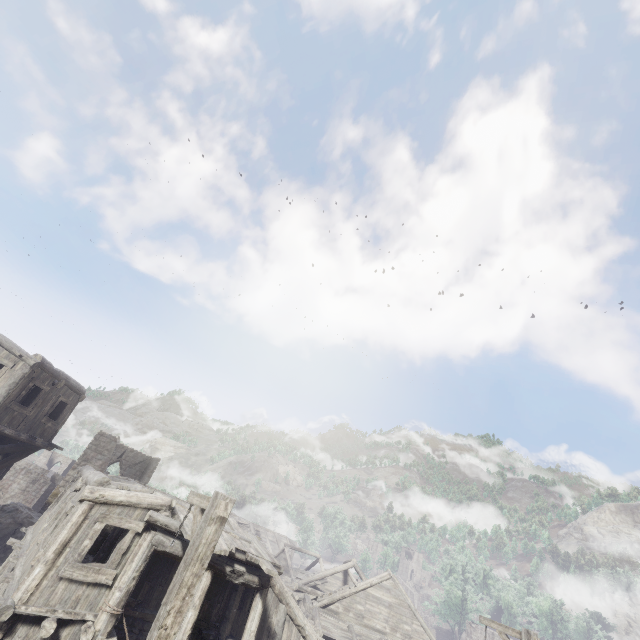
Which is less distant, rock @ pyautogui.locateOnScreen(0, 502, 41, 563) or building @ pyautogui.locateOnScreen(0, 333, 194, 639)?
building @ pyautogui.locateOnScreen(0, 333, 194, 639)

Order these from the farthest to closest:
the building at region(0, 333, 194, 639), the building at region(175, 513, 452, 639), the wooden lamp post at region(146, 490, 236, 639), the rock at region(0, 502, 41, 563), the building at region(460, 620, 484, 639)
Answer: the building at region(460, 620, 484, 639)
the rock at region(0, 502, 41, 563)
the building at region(175, 513, 452, 639)
the building at region(0, 333, 194, 639)
the wooden lamp post at region(146, 490, 236, 639)

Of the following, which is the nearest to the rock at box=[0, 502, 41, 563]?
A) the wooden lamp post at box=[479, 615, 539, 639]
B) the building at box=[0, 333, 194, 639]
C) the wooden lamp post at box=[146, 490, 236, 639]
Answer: the building at box=[0, 333, 194, 639]

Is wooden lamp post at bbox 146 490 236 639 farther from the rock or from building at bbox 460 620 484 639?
the rock

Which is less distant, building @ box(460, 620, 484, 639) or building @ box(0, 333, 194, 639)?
building @ box(0, 333, 194, 639)

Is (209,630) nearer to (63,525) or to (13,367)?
(63,525)

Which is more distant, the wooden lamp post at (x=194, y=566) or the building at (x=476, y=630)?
the building at (x=476, y=630)

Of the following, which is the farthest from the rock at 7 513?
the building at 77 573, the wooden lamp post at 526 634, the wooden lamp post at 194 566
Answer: the wooden lamp post at 526 634
